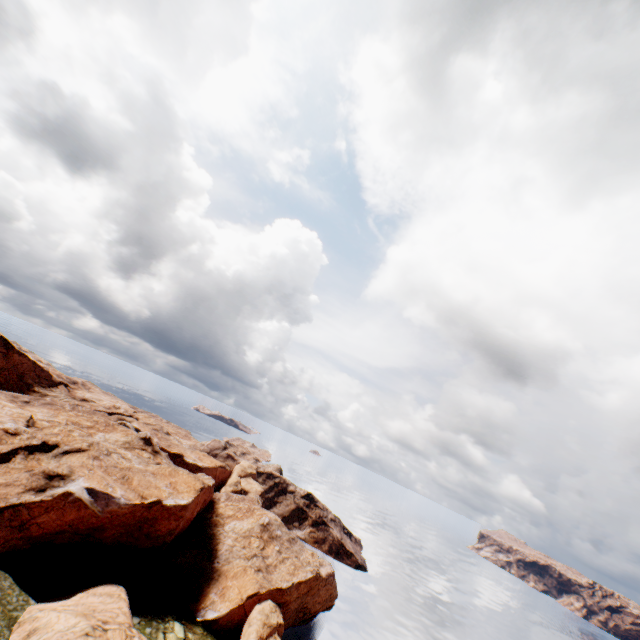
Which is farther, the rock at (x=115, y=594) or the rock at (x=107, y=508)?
the rock at (x=107, y=508)

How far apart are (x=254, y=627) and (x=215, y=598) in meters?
7.1

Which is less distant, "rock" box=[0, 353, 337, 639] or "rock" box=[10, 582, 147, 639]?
"rock" box=[10, 582, 147, 639]
